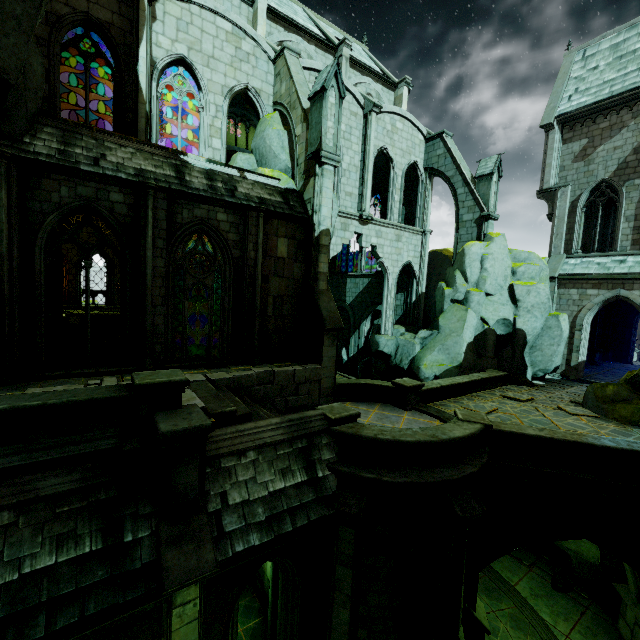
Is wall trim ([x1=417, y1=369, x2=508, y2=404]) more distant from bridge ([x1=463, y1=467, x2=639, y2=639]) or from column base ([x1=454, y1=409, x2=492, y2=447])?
column base ([x1=454, y1=409, x2=492, y2=447])

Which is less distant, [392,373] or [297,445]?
[297,445]

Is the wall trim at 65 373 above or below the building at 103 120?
below

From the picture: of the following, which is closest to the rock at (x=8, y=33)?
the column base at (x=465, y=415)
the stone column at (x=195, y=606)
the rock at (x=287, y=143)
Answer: the rock at (x=287, y=143)

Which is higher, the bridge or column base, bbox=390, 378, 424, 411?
column base, bbox=390, 378, 424, 411

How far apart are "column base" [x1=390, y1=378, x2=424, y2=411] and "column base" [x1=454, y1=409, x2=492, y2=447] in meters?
2.2 m

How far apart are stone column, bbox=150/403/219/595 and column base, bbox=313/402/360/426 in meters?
3.2

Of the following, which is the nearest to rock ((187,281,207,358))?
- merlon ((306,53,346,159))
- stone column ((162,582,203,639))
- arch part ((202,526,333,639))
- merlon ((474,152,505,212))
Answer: merlon ((306,53,346,159))
